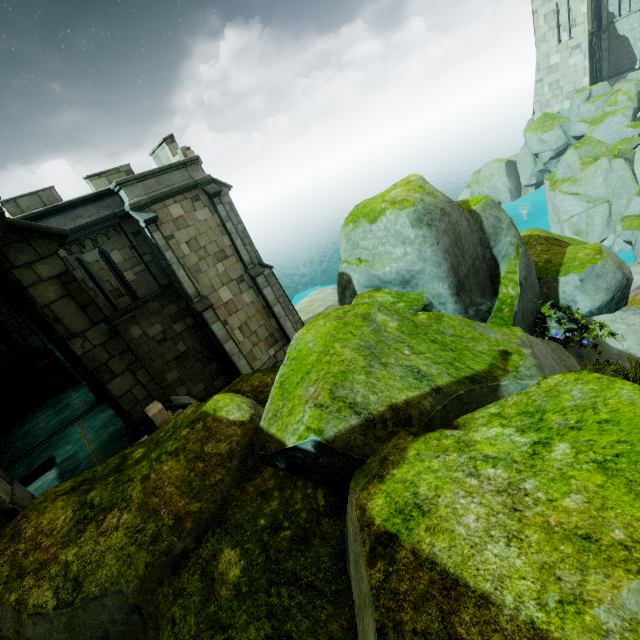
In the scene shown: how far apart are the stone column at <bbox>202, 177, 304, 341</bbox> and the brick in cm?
1174

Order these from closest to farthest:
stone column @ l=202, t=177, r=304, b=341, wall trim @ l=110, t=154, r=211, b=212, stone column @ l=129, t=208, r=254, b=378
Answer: wall trim @ l=110, t=154, r=211, b=212
stone column @ l=129, t=208, r=254, b=378
stone column @ l=202, t=177, r=304, b=341

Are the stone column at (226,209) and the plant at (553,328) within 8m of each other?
no

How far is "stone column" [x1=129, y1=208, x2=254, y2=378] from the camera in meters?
14.7 m

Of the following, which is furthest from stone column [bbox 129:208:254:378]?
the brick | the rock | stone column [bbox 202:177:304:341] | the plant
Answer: the plant

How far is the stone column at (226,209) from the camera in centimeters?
1695cm

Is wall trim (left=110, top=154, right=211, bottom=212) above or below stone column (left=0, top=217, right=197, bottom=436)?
above

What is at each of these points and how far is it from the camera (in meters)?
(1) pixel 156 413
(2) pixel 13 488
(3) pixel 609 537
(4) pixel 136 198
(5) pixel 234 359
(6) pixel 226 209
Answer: (1) brick, 6.46
(2) stone column, 4.20
(3) rock, 1.40
(4) wall trim, 14.34
(5) stone column, 17.17
(6) stone column, 17.33
